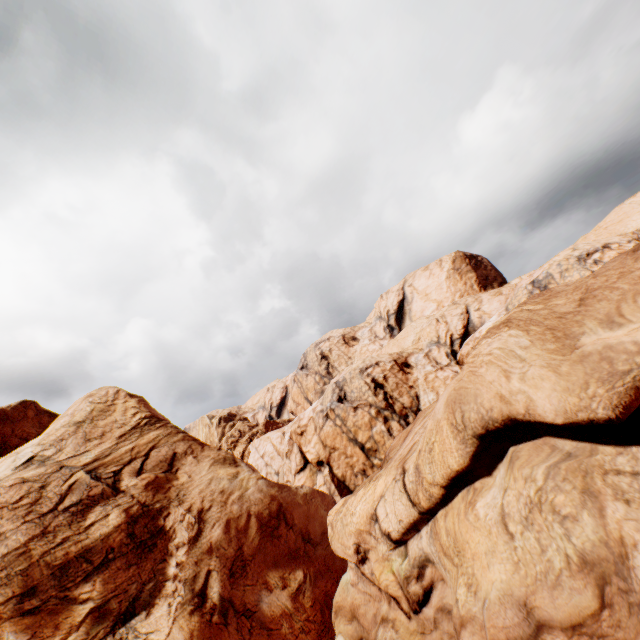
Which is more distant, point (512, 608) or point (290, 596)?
point (290, 596)
